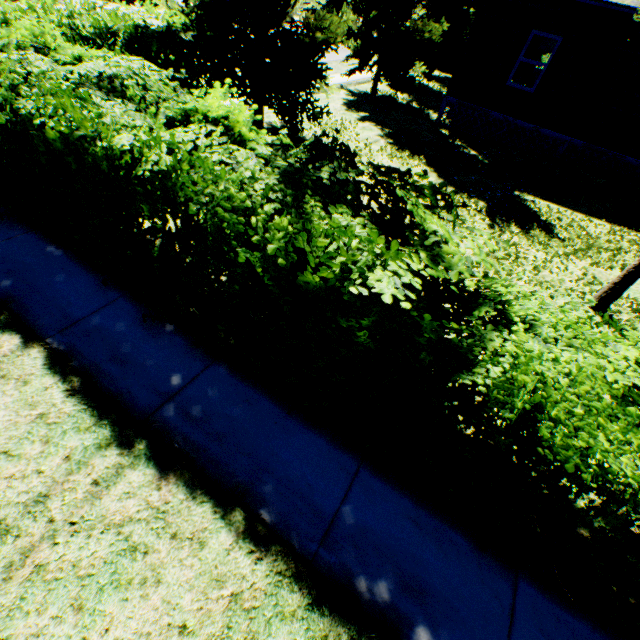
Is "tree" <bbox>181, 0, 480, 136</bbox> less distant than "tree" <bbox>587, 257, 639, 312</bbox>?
No

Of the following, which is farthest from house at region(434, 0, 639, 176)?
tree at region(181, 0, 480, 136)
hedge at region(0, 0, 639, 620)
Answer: hedge at region(0, 0, 639, 620)

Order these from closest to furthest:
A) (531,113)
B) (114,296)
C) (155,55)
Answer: (114,296), (155,55), (531,113)

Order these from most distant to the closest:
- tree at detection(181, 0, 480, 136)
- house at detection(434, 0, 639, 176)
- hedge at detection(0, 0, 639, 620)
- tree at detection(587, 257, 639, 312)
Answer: house at detection(434, 0, 639, 176) → tree at detection(181, 0, 480, 136) → tree at detection(587, 257, 639, 312) → hedge at detection(0, 0, 639, 620)

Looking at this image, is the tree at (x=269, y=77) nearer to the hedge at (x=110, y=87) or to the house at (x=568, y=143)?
the house at (x=568, y=143)

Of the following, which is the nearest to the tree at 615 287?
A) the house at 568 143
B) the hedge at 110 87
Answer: the house at 568 143

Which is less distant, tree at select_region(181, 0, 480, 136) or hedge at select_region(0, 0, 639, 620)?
hedge at select_region(0, 0, 639, 620)
